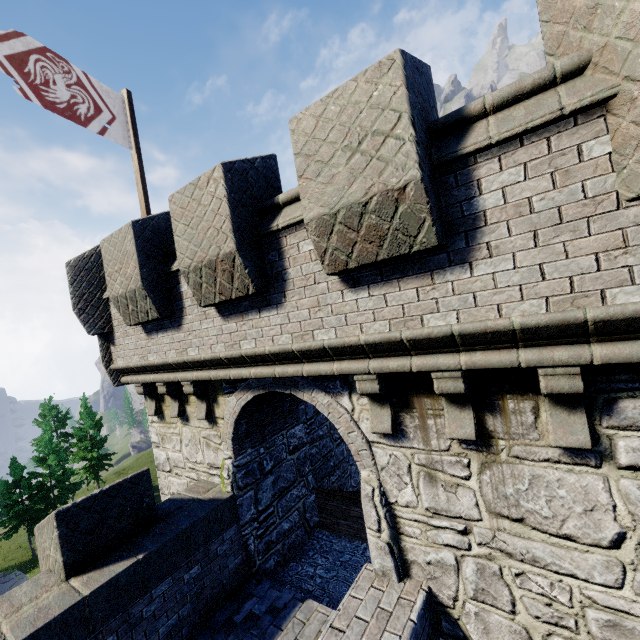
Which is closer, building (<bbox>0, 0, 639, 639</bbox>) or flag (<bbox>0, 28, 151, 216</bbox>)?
building (<bbox>0, 0, 639, 639</bbox>)

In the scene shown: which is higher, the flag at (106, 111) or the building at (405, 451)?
the flag at (106, 111)

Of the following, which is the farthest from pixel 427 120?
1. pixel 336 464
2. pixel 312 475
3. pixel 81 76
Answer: pixel 336 464

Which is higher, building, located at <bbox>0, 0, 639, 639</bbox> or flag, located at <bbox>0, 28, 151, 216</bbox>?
flag, located at <bbox>0, 28, 151, 216</bbox>

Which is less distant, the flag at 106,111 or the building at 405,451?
the building at 405,451
